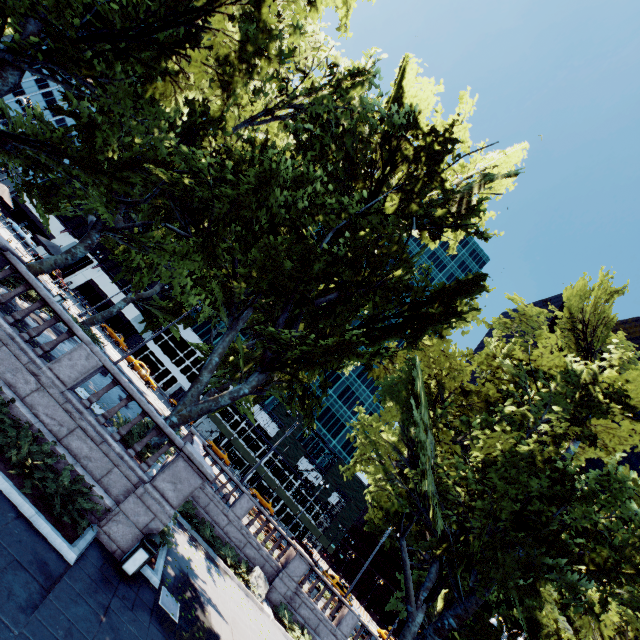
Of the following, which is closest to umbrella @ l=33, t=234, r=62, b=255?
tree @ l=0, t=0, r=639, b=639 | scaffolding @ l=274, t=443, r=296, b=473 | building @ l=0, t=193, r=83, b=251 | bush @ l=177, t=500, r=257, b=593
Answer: tree @ l=0, t=0, r=639, b=639

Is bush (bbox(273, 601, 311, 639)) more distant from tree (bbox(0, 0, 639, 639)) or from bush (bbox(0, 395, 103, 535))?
bush (bbox(0, 395, 103, 535))

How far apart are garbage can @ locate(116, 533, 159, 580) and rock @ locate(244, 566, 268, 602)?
10.9m

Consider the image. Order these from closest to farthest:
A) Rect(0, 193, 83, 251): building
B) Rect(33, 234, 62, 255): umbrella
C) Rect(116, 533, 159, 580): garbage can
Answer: Rect(116, 533, 159, 580): garbage can → Rect(33, 234, 62, 255): umbrella → Rect(0, 193, 83, 251): building

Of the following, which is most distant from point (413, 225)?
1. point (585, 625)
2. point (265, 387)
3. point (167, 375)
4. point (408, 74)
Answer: point (167, 375)

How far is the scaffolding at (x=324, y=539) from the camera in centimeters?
5797cm

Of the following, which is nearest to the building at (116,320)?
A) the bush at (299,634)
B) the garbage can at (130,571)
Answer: the bush at (299,634)

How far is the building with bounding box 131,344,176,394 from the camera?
59.1m
